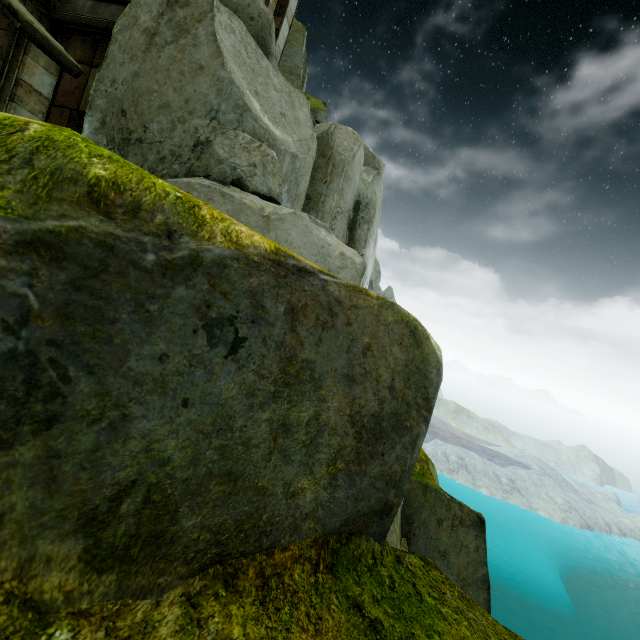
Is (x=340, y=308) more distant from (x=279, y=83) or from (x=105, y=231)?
(x=279, y=83)

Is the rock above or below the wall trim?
below

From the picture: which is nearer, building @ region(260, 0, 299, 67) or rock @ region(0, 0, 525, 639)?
rock @ region(0, 0, 525, 639)

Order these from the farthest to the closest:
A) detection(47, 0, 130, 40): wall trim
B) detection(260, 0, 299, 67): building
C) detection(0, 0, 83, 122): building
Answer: detection(260, 0, 299, 67): building, detection(47, 0, 130, 40): wall trim, detection(0, 0, 83, 122): building

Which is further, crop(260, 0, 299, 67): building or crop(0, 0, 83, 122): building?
crop(260, 0, 299, 67): building

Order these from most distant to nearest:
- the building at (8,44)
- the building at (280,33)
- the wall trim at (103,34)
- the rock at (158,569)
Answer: the building at (280,33)
the wall trim at (103,34)
the building at (8,44)
the rock at (158,569)

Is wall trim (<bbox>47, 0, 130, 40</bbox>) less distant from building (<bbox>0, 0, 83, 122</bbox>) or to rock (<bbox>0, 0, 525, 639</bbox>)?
rock (<bbox>0, 0, 525, 639</bbox>)

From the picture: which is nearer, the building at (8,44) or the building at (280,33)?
the building at (8,44)
